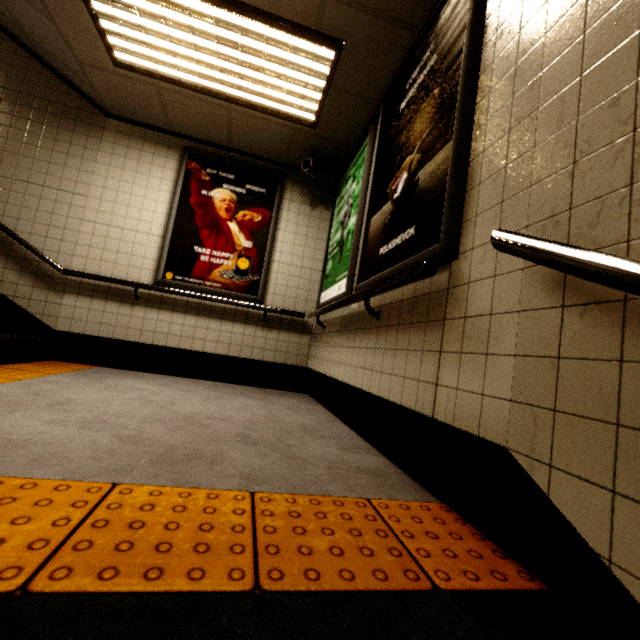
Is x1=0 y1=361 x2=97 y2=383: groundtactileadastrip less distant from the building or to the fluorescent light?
the building

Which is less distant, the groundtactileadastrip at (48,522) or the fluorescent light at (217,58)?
the groundtactileadastrip at (48,522)

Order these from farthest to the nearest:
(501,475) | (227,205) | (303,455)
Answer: (227,205), (303,455), (501,475)

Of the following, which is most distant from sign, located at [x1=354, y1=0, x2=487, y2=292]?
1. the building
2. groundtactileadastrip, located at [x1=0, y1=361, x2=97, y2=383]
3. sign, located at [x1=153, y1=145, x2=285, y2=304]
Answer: sign, located at [x1=153, y1=145, x2=285, y2=304]

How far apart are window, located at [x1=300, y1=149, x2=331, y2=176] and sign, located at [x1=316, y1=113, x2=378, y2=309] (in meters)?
0.15

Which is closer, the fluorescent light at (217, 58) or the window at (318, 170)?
the fluorescent light at (217, 58)

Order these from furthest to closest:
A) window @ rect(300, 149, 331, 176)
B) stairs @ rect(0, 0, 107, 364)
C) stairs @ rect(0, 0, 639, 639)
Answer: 1. window @ rect(300, 149, 331, 176)
2. stairs @ rect(0, 0, 107, 364)
3. stairs @ rect(0, 0, 639, 639)

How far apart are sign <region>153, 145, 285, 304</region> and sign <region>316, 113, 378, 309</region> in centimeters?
67cm
